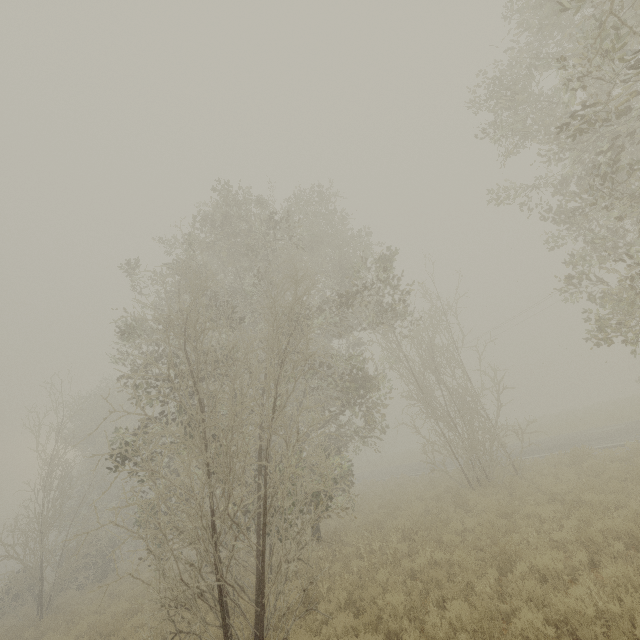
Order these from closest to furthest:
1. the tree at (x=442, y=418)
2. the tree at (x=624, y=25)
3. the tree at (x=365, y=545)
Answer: the tree at (x=624, y=25) → the tree at (x=442, y=418) → the tree at (x=365, y=545)

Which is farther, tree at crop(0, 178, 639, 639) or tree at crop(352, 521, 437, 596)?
tree at crop(352, 521, 437, 596)

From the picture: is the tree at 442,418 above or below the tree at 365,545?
above

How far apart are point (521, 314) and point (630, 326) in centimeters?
2746cm

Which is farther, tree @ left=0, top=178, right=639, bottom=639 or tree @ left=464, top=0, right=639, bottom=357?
tree @ left=0, top=178, right=639, bottom=639

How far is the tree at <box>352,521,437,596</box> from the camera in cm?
836

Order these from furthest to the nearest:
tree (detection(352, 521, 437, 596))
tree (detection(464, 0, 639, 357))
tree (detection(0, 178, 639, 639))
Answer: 1. tree (detection(352, 521, 437, 596))
2. tree (detection(0, 178, 639, 639))
3. tree (detection(464, 0, 639, 357))

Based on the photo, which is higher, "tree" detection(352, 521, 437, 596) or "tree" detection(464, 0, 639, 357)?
"tree" detection(464, 0, 639, 357)
